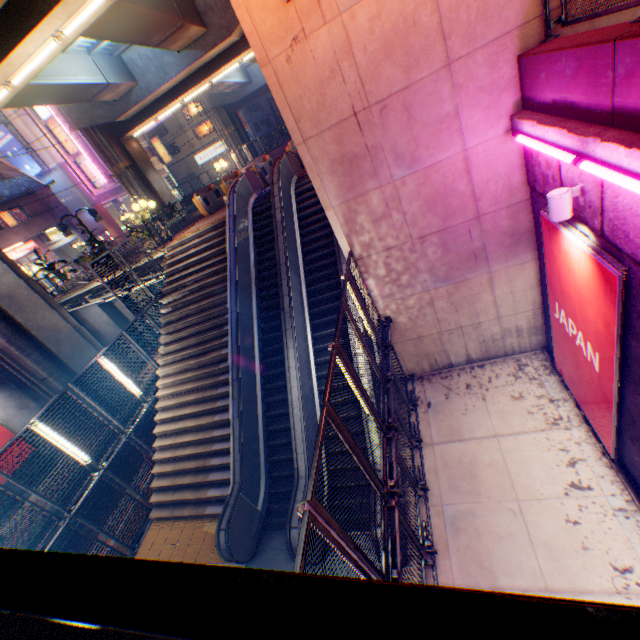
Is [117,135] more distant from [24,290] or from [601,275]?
[601,275]

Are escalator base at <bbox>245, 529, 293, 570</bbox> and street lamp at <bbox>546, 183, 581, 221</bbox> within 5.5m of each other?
no

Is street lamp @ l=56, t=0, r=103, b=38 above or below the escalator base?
above

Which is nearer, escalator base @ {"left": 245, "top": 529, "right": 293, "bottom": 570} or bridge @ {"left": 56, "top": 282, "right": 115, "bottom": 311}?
escalator base @ {"left": 245, "top": 529, "right": 293, "bottom": 570}

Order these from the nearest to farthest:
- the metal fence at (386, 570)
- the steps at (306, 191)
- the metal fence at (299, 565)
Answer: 1. the metal fence at (299, 565)
2. the metal fence at (386, 570)
3. the steps at (306, 191)

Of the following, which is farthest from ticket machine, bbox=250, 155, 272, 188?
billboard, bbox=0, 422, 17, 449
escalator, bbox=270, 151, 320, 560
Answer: billboard, bbox=0, 422, 17, 449

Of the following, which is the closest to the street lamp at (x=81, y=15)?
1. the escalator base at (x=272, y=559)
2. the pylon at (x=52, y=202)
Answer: the escalator base at (x=272, y=559)

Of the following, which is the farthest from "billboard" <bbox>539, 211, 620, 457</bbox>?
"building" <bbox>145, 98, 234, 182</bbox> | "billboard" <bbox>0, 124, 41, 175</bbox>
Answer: "building" <bbox>145, 98, 234, 182</bbox>
